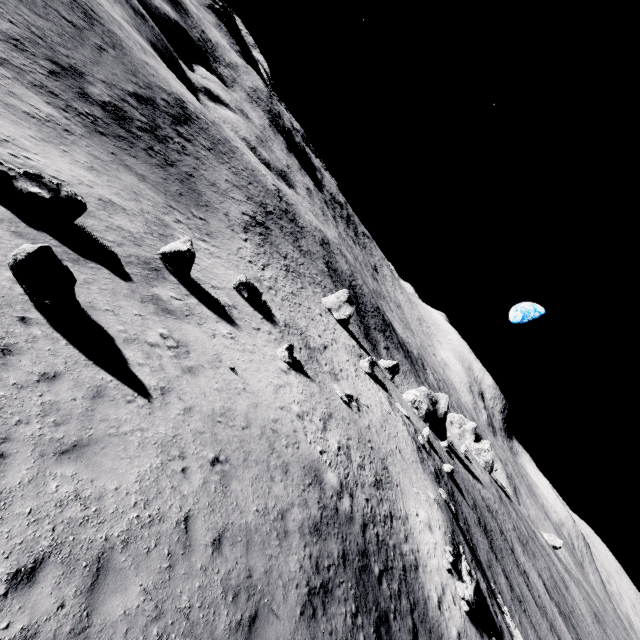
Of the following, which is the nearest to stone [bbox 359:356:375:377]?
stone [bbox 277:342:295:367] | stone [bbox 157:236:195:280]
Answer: stone [bbox 277:342:295:367]

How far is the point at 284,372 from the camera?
22.6 meters

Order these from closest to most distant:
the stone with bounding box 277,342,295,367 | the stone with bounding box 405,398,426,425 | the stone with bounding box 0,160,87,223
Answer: the stone with bounding box 0,160,87,223, the stone with bounding box 277,342,295,367, the stone with bounding box 405,398,426,425

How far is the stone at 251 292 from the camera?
27.55m

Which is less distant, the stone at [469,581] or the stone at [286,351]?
the stone at [469,581]

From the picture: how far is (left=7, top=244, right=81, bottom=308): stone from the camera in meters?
8.5

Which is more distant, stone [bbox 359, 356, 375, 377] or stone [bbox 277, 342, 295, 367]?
stone [bbox 359, 356, 375, 377]

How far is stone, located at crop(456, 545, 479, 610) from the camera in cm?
1964
